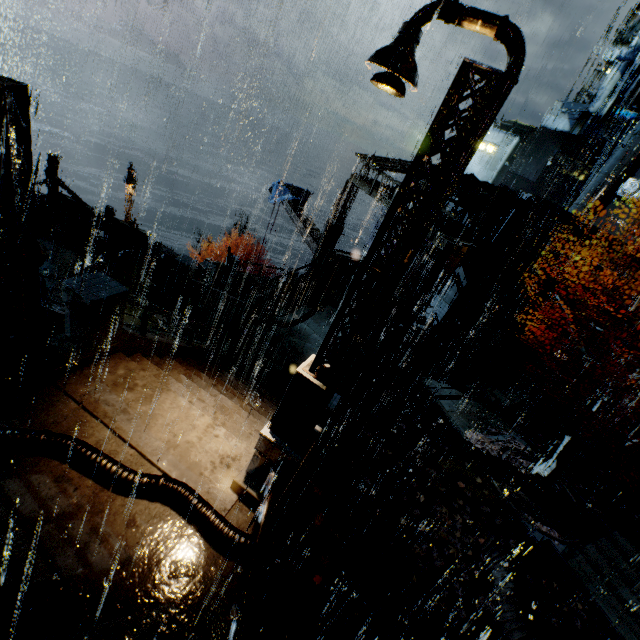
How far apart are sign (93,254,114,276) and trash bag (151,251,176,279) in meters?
1.7 m

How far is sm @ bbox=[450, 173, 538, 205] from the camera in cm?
1455

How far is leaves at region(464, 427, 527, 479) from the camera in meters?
14.6

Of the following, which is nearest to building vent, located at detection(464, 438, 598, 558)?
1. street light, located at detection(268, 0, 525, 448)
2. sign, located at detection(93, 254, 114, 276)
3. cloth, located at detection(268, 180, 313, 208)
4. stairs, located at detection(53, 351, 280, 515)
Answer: stairs, located at detection(53, 351, 280, 515)

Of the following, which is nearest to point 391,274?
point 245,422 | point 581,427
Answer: point 245,422

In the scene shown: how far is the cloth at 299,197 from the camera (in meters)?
27.73

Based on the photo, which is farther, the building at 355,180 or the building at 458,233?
the building at 355,180

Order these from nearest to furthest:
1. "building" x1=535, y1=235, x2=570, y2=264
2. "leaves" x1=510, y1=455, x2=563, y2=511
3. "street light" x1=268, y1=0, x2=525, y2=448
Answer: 1. "street light" x1=268, y1=0, x2=525, y2=448
2. "leaves" x1=510, y1=455, x2=563, y2=511
3. "building" x1=535, y1=235, x2=570, y2=264
